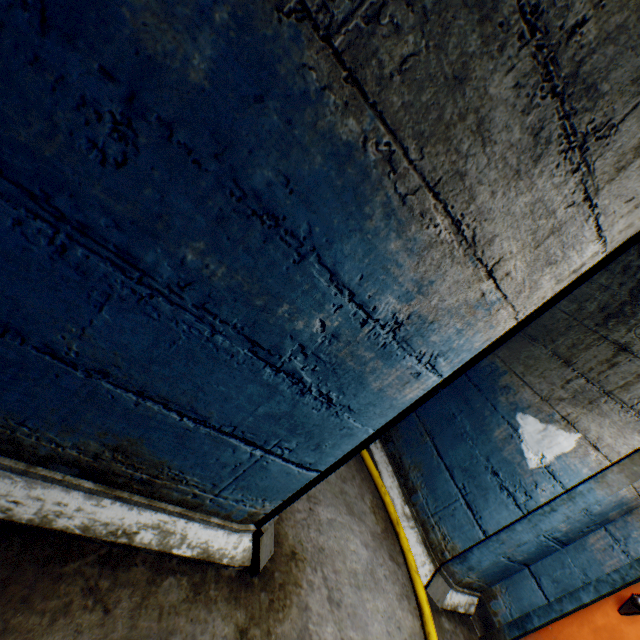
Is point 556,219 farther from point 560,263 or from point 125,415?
point 125,415

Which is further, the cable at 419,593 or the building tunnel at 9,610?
the cable at 419,593

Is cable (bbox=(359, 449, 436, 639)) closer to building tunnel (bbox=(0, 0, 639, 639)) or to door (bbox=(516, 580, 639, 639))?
building tunnel (bbox=(0, 0, 639, 639))

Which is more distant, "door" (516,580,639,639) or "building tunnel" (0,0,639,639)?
"door" (516,580,639,639)

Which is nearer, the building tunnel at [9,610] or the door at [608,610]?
the building tunnel at [9,610]

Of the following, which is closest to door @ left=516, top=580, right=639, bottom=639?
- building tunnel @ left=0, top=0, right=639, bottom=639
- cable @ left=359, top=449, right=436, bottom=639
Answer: building tunnel @ left=0, top=0, right=639, bottom=639

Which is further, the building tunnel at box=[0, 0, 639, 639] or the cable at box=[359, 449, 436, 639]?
the cable at box=[359, 449, 436, 639]
